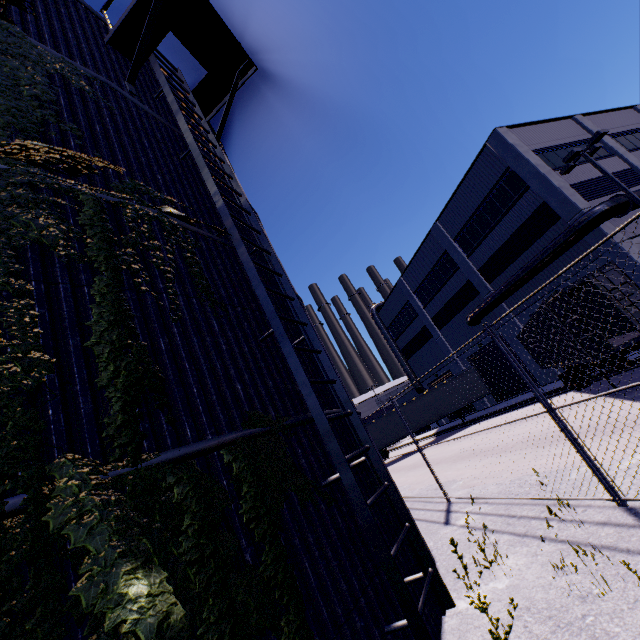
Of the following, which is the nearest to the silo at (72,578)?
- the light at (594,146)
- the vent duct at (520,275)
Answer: the vent duct at (520,275)

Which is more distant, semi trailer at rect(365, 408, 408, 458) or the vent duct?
semi trailer at rect(365, 408, 408, 458)

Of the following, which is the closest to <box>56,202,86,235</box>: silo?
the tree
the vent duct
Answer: the tree

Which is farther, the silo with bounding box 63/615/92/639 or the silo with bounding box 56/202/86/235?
the silo with bounding box 56/202/86/235

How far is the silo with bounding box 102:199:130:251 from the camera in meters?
3.6 m

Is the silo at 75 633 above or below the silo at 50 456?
below

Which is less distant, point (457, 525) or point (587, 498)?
point (587, 498)

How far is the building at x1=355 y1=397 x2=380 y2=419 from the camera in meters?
58.3
